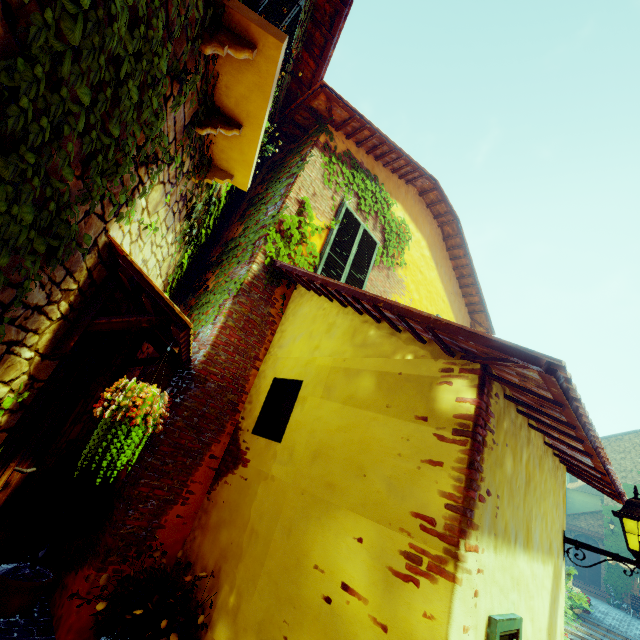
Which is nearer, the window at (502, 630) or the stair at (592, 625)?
the window at (502, 630)

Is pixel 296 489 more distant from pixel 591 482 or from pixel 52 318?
pixel 591 482

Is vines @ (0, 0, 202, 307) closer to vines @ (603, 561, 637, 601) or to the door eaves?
the door eaves

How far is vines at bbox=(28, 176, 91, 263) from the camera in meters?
1.4

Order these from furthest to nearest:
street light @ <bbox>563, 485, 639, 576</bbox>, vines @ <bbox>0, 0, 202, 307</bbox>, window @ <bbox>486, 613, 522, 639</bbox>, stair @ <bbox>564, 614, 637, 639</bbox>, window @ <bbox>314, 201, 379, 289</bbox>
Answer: stair @ <bbox>564, 614, 637, 639</bbox>, window @ <bbox>314, 201, 379, 289</bbox>, street light @ <bbox>563, 485, 639, 576</bbox>, window @ <bbox>486, 613, 522, 639</bbox>, vines @ <bbox>0, 0, 202, 307</bbox>

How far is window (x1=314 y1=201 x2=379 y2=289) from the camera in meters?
5.2

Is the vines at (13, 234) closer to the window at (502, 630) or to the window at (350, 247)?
the window at (350, 247)

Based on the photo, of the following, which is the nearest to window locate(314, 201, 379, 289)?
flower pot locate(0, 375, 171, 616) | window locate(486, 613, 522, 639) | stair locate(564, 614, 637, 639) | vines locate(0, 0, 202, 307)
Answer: vines locate(0, 0, 202, 307)
